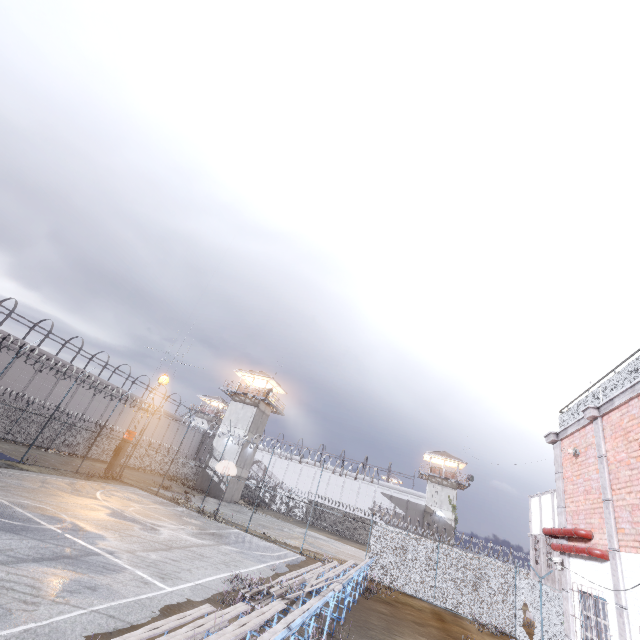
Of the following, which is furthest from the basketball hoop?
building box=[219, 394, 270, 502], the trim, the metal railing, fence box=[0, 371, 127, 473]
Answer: the metal railing

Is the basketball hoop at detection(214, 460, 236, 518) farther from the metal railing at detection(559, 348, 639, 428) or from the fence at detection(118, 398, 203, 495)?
the metal railing at detection(559, 348, 639, 428)

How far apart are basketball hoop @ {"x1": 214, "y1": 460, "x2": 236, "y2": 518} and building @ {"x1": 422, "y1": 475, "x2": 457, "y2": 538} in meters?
35.4 m

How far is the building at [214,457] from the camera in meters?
37.0

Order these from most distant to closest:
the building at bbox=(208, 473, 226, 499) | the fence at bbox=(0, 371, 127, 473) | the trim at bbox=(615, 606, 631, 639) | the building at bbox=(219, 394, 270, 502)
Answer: the building at bbox=(219, 394, 270, 502), the building at bbox=(208, 473, 226, 499), the fence at bbox=(0, 371, 127, 473), the trim at bbox=(615, 606, 631, 639)

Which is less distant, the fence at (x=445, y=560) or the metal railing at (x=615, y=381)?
the metal railing at (x=615, y=381)

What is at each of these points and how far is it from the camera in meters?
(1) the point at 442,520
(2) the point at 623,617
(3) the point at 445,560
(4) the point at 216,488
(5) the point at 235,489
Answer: (1) building, 45.4
(2) trim, 6.5
(3) fence, 18.5
(4) building, 36.4
(5) building, 37.9

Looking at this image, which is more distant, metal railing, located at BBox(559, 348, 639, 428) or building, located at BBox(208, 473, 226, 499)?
building, located at BBox(208, 473, 226, 499)
